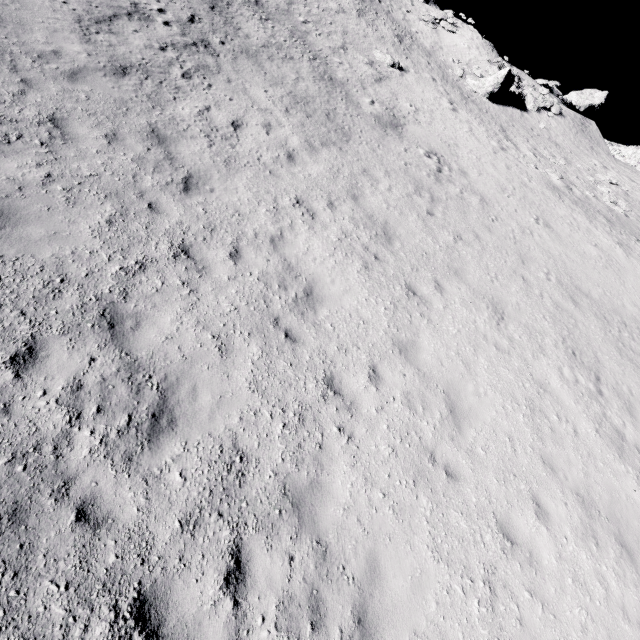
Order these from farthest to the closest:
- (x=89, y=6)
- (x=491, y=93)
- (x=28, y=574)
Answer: (x=491, y=93), (x=89, y=6), (x=28, y=574)

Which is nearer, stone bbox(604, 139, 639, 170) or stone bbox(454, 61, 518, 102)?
stone bbox(454, 61, 518, 102)

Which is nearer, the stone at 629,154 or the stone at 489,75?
the stone at 489,75

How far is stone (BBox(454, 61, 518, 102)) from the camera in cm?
2580

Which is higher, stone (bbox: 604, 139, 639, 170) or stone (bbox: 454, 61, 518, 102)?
stone (bbox: 604, 139, 639, 170)

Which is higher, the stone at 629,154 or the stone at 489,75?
the stone at 629,154
